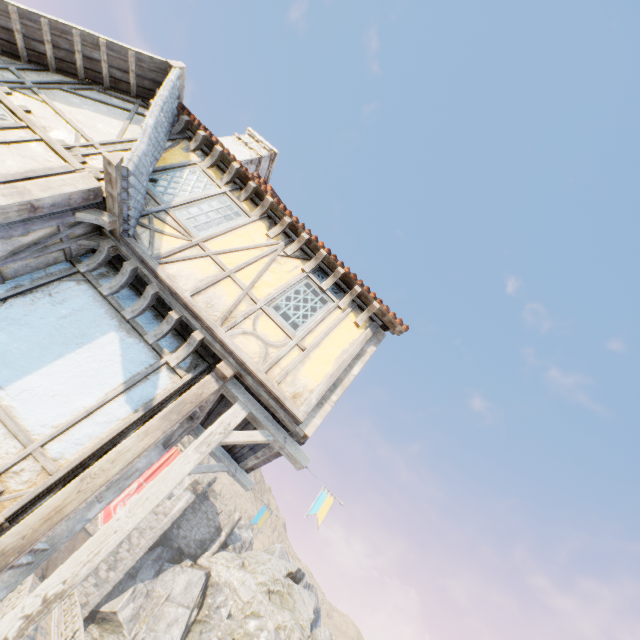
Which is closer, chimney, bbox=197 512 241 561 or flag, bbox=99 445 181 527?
flag, bbox=99 445 181 527

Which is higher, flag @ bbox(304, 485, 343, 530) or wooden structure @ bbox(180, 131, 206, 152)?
wooden structure @ bbox(180, 131, 206, 152)

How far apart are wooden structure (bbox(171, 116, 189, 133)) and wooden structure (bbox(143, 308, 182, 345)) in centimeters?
431cm

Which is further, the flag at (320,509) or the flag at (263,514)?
the flag at (263,514)

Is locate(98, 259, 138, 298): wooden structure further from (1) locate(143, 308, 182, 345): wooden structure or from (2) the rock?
(2) the rock

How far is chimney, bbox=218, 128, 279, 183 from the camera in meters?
10.7 m

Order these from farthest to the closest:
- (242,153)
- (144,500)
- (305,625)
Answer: (305,625)
(242,153)
(144,500)

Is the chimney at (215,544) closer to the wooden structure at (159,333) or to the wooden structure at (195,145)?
the wooden structure at (159,333)
